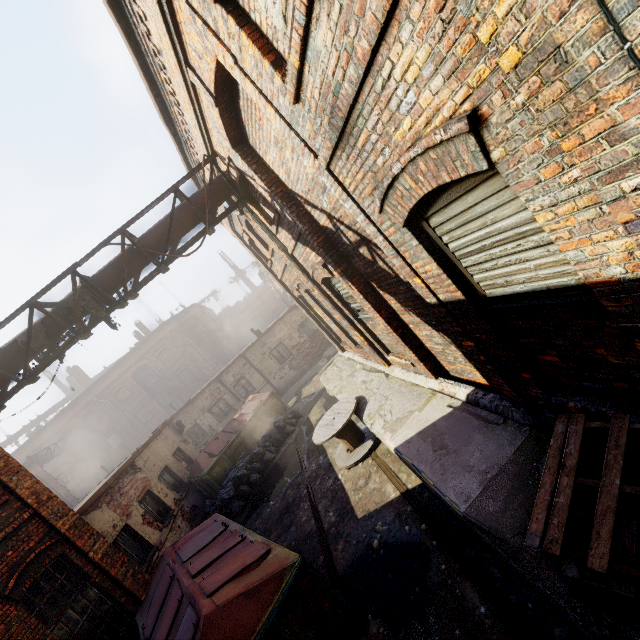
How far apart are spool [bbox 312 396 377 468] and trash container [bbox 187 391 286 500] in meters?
5.7

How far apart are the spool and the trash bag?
3.9 meters

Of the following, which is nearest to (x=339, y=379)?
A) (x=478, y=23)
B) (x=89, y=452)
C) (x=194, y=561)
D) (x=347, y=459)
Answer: (x=347, y=459)

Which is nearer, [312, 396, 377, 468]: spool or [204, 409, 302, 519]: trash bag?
[312, 396, 377, 468]: spool

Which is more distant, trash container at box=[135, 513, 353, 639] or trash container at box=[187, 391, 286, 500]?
trash container at box=[187, 391, 286, 500]

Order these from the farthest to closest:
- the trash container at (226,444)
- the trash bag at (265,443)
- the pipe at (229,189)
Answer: the trash container at (226,444) < the trash bag at (265,443) < the pipe at (229,189)

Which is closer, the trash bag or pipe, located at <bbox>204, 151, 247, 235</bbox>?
pipe, located at <bbox>204, 151, 247, 235</bbox>

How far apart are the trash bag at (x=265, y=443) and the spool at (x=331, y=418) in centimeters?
390cm
